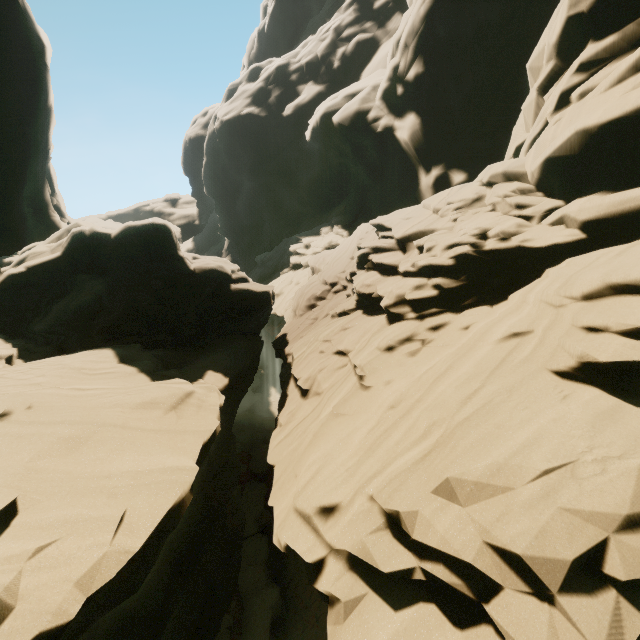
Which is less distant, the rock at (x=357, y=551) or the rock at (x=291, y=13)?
the rock at (x=357, y=551)

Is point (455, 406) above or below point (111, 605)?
above

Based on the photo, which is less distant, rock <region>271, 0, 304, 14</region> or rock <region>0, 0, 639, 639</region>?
rock <region>0, 0, 639, 639</region>

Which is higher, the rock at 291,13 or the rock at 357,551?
the rock at 291,13

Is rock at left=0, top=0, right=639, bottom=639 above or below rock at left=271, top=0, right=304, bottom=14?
below
